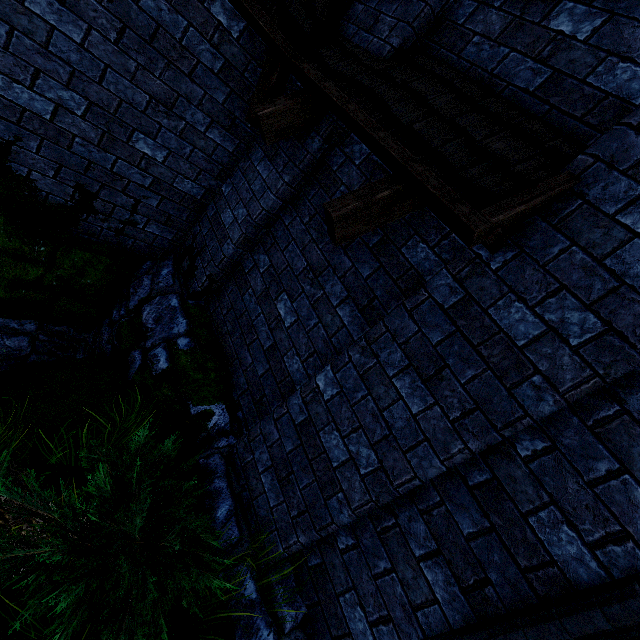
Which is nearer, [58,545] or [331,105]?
[58,545]
